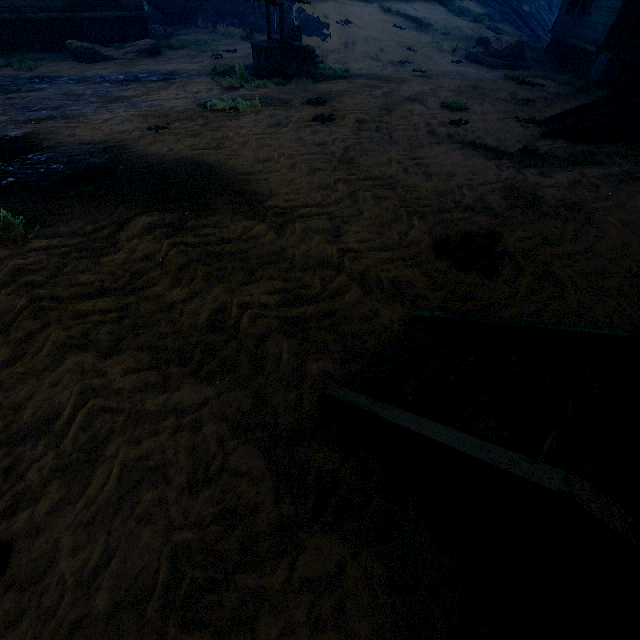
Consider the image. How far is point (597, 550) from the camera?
1.2 meters

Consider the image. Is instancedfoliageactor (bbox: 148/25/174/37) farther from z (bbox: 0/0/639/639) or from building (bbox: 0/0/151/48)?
building (bbox: 0/0/151/48)

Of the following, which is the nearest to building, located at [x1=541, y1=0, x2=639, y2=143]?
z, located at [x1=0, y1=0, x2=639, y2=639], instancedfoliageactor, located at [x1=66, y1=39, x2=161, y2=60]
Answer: z, located at [x1=0, y1=0, x2=639, y2=639]

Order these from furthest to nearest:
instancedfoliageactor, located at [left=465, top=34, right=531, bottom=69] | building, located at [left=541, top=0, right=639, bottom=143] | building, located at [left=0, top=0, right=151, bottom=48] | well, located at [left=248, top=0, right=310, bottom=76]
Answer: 1. instancedfoliageactor, located at [left=465, top=34, right=531, bottom=69]
2. building, located at [left=0, top=0, right=151, bottom=48]
3. well, located at [left=248, top=0, right=310, bottom=76]
4. building, located at [left=541, top=0, right=639, bottom=143]

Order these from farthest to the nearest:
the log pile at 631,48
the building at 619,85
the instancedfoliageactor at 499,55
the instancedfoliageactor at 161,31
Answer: the instancedfoliageactor at 161,31, the instancedfoliageactor at 499,55, the log pile at 631,48, the building at 619,85

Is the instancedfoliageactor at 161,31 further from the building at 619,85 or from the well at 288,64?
the well at 288,64

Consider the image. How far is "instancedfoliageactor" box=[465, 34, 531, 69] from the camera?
14.0 meters

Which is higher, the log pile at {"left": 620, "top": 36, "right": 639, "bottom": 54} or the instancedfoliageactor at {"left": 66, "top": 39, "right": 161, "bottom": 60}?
the log pile at {"left": 620, "top": 36, "right": 639, "bottom": 54}
